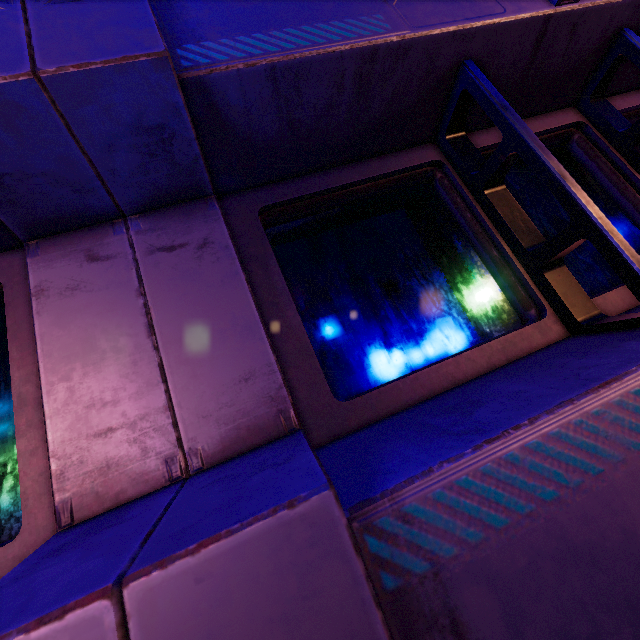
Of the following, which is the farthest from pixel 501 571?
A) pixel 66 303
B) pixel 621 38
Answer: pixel 621 38
